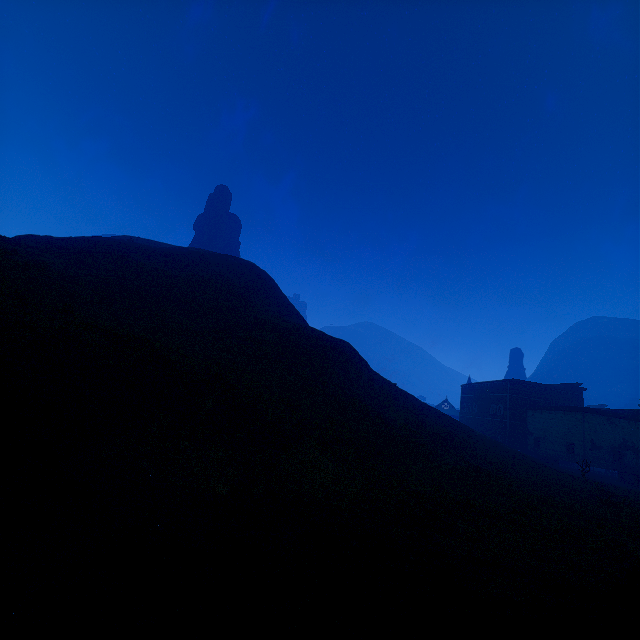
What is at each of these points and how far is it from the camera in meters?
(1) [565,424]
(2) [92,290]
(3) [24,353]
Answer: (1) building, 41.1
(2) z, 22.5
(3) instancedfoliageactor, 7.7

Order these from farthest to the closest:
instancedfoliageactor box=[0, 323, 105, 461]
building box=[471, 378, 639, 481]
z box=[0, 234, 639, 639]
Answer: building box=[471, 378, 639, 481] < instancedfoliageactor box=[0, 323, 105, 461] < z box=[0, 234, 639, 639]

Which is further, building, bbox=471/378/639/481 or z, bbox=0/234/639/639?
building, bbox=471/378/639/481

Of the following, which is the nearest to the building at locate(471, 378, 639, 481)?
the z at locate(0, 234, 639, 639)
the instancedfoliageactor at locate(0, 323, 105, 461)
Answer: the z at locate(0, 234, 639, 639)

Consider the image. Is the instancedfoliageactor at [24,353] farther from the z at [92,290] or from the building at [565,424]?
the building at [565,424]

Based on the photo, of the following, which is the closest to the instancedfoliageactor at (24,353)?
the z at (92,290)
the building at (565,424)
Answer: the z at (92,290)

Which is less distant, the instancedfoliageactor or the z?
the z
